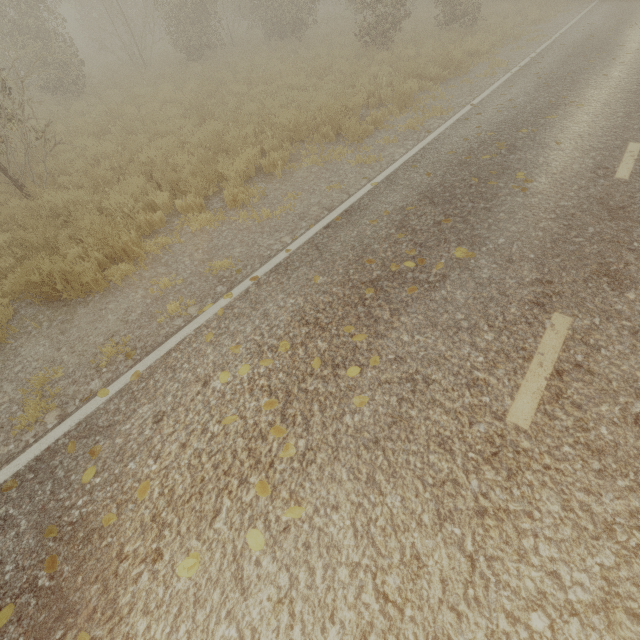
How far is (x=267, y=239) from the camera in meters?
5.6
